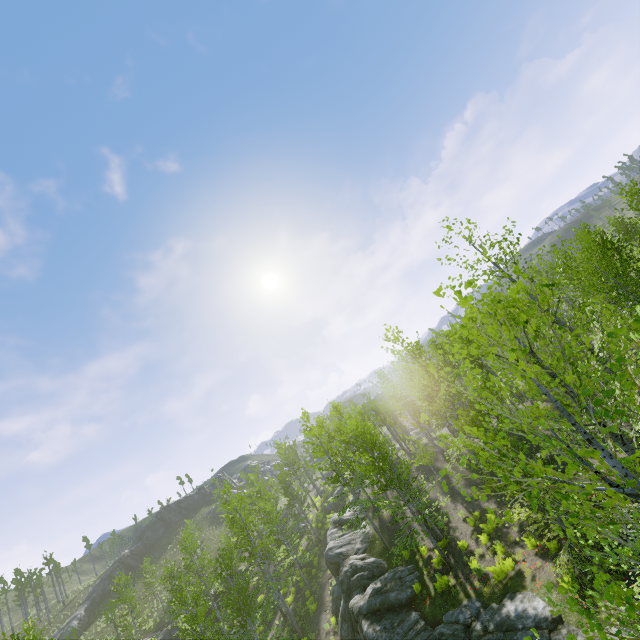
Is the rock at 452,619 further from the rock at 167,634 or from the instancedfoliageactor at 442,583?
the rock at 167,634

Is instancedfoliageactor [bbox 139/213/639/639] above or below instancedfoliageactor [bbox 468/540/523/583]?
above

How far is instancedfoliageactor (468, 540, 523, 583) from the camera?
13.8m

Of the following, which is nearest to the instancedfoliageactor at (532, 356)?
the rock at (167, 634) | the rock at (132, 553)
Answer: the rock at (167, 634)

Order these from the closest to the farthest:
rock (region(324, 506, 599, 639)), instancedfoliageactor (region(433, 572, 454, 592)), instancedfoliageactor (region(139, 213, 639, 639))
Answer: instancedfoliageactor (region(139, 213, 639, 639)), rock (region(324, 506, 599, 639)), instancedfoliageactor (region(433, 572, 454, 592))

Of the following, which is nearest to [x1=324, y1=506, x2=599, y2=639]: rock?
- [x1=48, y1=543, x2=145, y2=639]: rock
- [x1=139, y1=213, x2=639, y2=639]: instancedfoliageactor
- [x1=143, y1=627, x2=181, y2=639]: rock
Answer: [x1=139, y1=213, x2=639, y2=639]: instancedfoliageactor

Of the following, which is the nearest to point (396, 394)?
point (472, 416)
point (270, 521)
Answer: point (270, 521)
